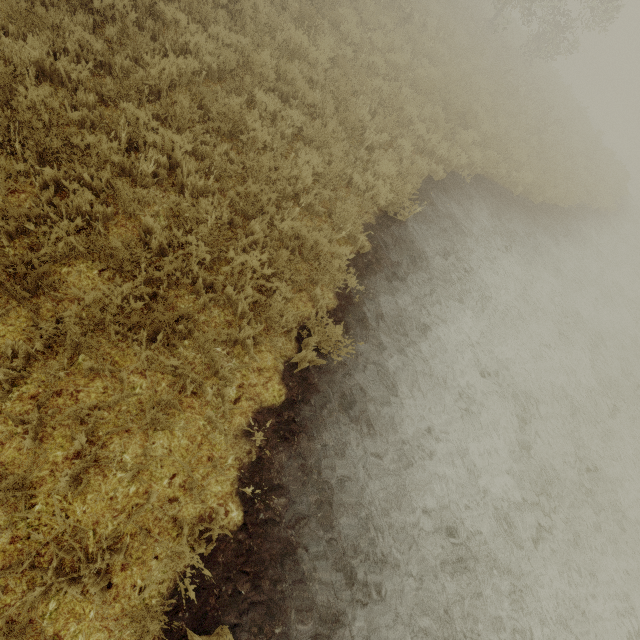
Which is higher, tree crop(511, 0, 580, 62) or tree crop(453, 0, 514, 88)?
tree crop(511, 0, 580, 62)

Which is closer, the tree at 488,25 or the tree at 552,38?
the tree at 488,25

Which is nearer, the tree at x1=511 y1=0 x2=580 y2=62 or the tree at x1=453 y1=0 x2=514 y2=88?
the tree at x1=453 y1=0 x2=514 y2=88

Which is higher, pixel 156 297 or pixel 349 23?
pixel 349 23

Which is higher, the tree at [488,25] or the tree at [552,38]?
the tree at [552,38]
